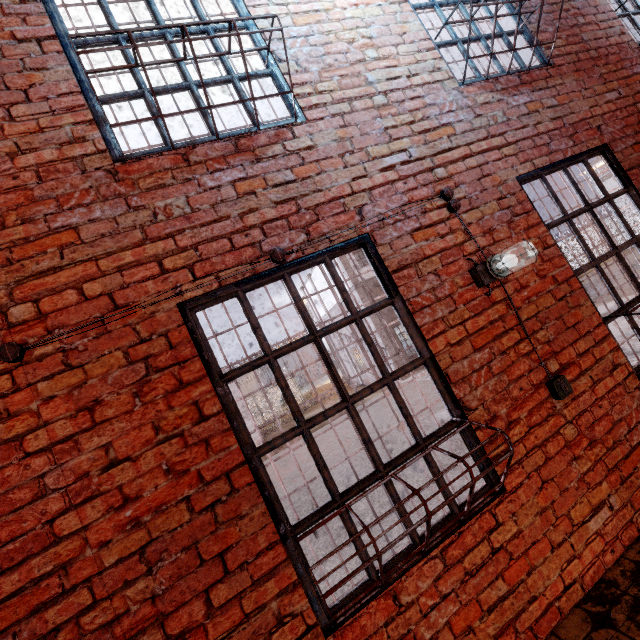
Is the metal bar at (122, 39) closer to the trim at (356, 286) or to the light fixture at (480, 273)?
the light fixture at (480, 273)

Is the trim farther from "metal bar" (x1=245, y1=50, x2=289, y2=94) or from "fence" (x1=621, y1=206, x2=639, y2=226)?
"metal bar" (x1=245, y1=50, x2=289, y2=94)

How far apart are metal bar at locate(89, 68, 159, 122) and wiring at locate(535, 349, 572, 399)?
1.9 meters

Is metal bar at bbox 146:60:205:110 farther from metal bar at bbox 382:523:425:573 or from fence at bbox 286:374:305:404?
fence at bbox 286:374:305:404

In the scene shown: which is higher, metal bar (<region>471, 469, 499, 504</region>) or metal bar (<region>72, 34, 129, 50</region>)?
metal bar (<region>72, 34, 129, 50</region>)

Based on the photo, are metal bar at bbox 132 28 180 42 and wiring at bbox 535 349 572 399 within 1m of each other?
no

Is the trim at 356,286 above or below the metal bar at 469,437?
above

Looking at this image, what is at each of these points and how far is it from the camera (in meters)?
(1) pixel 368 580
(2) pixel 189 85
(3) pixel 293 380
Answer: (1) metal bar, 1.83
(2) metal bar, 2.32
(3) fence, 30.56
